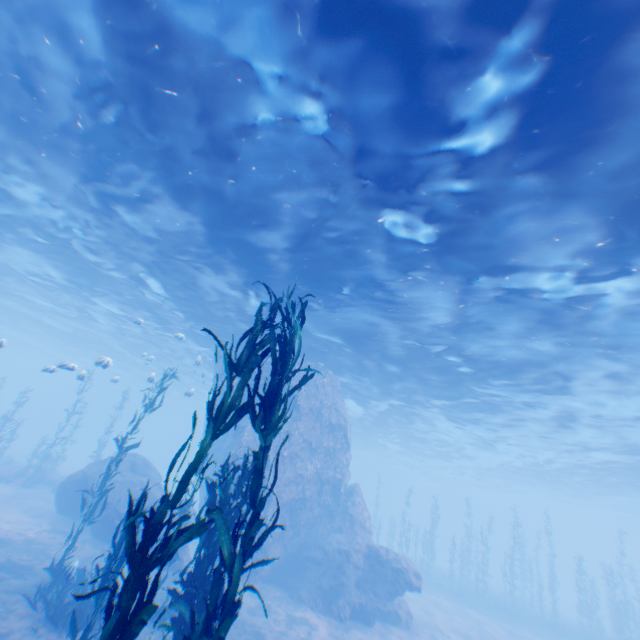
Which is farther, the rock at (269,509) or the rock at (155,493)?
the rock at (269,509)

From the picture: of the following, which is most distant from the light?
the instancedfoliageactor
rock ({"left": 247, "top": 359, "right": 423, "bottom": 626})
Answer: the instancedfoliageactor

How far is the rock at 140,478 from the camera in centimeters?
1528cm

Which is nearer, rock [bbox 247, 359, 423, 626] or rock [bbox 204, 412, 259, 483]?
rock [bbox 247, 359, 423, 626]

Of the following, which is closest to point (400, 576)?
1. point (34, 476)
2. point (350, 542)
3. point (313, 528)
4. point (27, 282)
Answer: point (350, 542)
